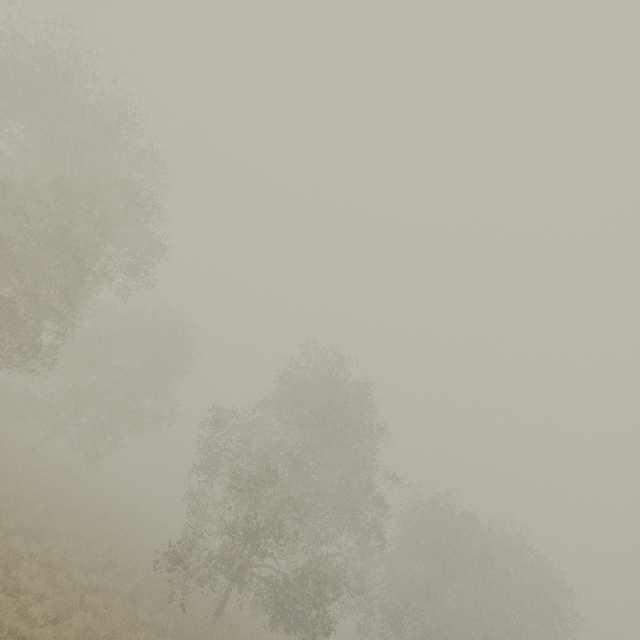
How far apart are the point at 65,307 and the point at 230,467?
13.1 meters
